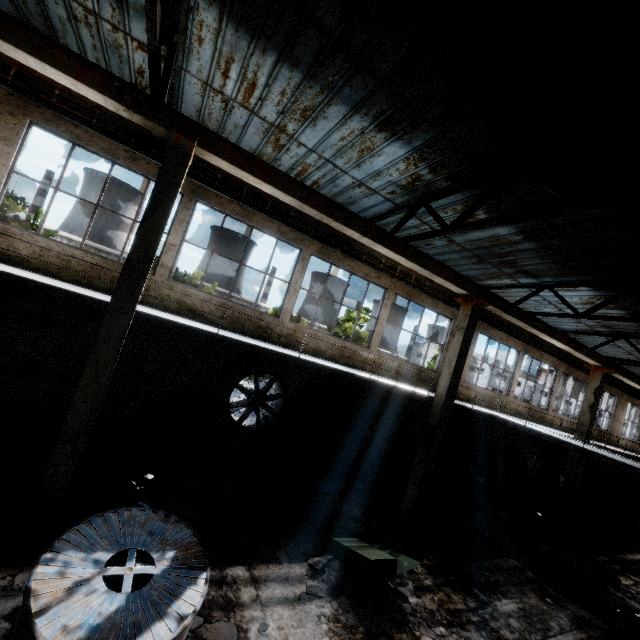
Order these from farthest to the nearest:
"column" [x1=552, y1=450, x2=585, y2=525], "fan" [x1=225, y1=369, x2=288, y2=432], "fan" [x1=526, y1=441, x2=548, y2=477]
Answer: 1. "fan" [x1=526, y1=441, x2=548, y2=477]
2. "column" [x1=552, y1=450, x2=585, y2=525]
3. "fan" [x1=225, y1=369, x2=288, y2=432]

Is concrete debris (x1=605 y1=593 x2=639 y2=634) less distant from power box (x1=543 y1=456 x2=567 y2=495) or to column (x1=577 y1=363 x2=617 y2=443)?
column (x1=577 y1=363 x2=617 y2=443)

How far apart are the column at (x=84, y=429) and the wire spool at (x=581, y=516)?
21.5m

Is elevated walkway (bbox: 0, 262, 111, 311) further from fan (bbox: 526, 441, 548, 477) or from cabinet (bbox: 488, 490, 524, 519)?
cabinet (bbox: 488, 490, 524, 519)

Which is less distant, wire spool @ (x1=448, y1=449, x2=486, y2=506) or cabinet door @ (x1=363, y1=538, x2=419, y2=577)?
cabinet door @ (x1=363, y1=538, x2=419, y2=577)

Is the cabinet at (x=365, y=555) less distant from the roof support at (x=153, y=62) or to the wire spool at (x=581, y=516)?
the roof support at (x=153, y=62)

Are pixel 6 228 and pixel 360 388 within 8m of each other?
no

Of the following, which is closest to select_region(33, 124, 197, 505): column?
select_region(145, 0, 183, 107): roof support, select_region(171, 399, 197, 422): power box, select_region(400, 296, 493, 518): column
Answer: select_region(145, 0, 183, 107): roof support
